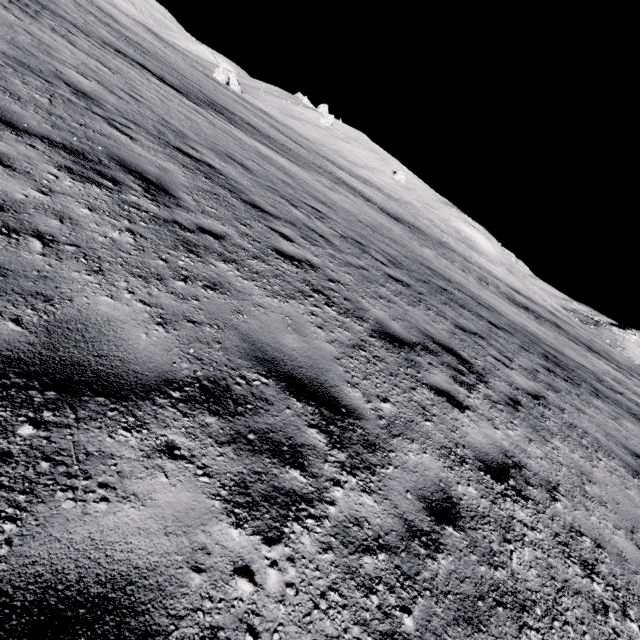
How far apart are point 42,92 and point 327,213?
7.8 meters
